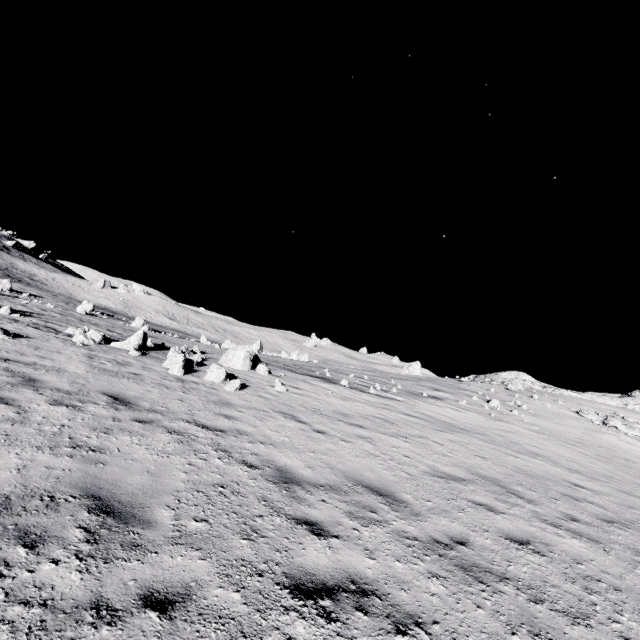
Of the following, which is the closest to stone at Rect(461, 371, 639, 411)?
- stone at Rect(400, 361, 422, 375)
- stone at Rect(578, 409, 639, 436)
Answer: stone at Rect(578, 409, 639, 436)

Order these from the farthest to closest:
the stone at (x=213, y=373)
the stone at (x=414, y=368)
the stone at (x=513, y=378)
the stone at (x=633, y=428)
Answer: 1. the stone at (x=414, y=368)
2. the stone at (x=513, y=378)
3. the stone at (x=633, y=428)
4. the stone at (x=213, y=373)

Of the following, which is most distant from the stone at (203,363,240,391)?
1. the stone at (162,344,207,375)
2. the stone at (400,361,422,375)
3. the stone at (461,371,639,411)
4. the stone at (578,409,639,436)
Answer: the stone at (400,361,422,375)

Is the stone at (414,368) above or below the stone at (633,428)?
above

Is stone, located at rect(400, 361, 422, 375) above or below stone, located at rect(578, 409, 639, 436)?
above

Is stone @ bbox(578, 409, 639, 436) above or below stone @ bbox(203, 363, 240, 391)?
above

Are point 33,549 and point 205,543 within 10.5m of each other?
yes

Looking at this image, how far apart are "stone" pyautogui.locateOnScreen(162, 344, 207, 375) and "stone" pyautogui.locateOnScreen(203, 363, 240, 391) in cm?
114
